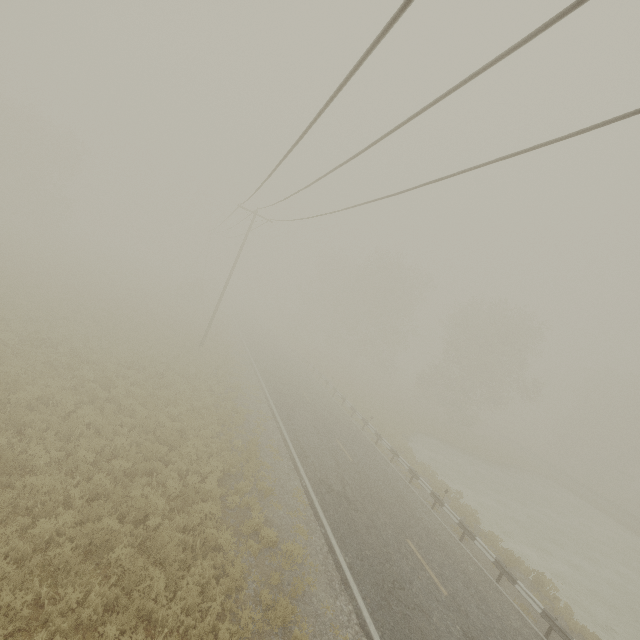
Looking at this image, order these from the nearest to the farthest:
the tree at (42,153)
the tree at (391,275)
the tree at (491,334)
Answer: the tree at (491,334), the tree at (42,153), the tree at (391,275)

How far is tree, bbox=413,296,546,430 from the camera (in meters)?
35.44

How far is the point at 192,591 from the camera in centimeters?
721cm

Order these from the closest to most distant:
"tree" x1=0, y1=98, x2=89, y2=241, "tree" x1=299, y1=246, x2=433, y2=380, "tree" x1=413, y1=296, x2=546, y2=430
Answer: "tree" x1=413, y1=296, x2=546, y2=430, "tree" x1=0, y1=98, x2=89, y2=241, "tree" x1=299, y1=246, x2=433, y2=380

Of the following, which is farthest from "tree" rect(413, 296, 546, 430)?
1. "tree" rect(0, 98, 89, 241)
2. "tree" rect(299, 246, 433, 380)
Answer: "tree" rect(0, 98, 89, 241)

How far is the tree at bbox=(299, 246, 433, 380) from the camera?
44.59m

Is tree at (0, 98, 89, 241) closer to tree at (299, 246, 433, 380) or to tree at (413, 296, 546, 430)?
tree at (299, 246, 433, 380)

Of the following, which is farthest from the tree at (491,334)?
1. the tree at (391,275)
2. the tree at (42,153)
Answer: the tree at (42,153)
